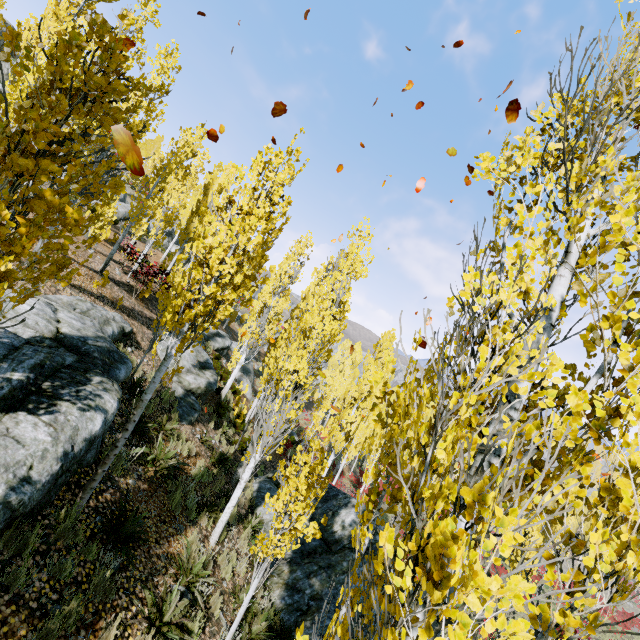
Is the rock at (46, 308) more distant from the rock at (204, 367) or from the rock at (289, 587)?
the rock at (289, 587)

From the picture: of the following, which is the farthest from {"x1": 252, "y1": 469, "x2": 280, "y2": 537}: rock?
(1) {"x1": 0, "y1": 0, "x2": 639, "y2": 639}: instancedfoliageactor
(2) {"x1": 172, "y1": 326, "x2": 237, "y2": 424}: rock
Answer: (2) {"x1": 172, "y1": 326, "x2": 237, "y2": 424}: rock

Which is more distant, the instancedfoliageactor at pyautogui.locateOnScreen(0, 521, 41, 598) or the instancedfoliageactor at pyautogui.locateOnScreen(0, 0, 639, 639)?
the instancedfoliageactor at pyautogui.locateOnScreen(0, 521, 41, 598)

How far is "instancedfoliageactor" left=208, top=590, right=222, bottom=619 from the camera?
5.9 meters

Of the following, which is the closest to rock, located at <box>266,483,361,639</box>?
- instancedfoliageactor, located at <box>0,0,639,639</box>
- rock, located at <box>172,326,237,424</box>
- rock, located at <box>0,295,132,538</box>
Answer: instancedfoliageactor, located at <box>0,0,639,639</box>

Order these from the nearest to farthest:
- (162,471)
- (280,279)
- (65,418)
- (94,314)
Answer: (65,418) < (162,471) < (94,314) < (280,279)

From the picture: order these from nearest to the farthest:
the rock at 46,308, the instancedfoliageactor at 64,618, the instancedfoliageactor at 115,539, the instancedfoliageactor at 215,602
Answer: the instancedfoliageactor at 64,618
the rock at 46,308
the instancedfoliageactor at 115,539
the instancedfoliageactor at 215,602

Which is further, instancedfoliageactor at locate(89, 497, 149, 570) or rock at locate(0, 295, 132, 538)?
instancedfoliageactor at locate(89, 497, 149, 570)
